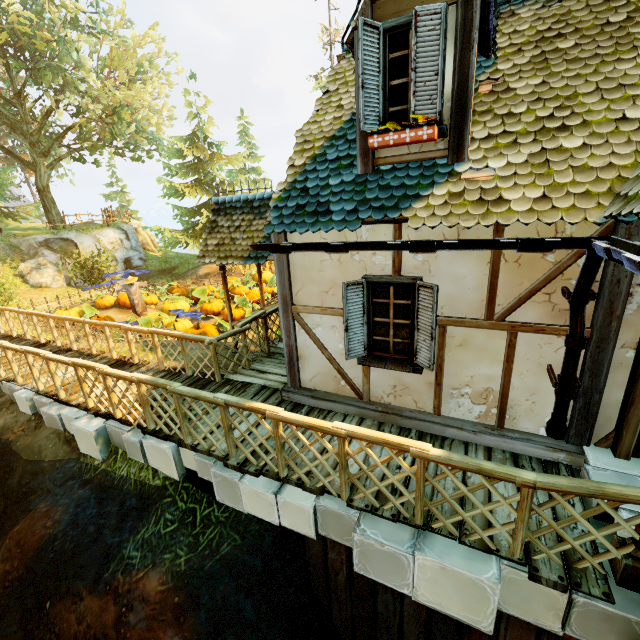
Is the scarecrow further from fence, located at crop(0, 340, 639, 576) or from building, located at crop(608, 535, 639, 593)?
building, located at crop(608, 535, 639, 593)

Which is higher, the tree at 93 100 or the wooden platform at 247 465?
the tree at 93 100

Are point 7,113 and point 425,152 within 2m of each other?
no

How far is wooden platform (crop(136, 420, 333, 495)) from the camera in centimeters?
398cm

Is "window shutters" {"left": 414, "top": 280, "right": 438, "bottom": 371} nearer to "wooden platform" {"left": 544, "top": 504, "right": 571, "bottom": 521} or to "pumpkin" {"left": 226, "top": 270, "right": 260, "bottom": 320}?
"wooden platform" {"left": 544, "top": 504, "right": 571, "bottom": 521}

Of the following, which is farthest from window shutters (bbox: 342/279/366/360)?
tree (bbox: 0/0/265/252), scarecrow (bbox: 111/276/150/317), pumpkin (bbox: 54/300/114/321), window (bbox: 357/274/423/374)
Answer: tree (bbox: 0/0/265/252)

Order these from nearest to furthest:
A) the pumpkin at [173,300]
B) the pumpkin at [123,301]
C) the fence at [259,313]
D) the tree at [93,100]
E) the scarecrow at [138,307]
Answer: the fence at [259,313] < the pumpkin at [173,300] < the scarecrow at [138,307] < the pumpkin at [123,301] < the tree at [93,100]

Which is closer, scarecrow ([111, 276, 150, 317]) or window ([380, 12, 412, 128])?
window ([380, 12, 412, 128])
